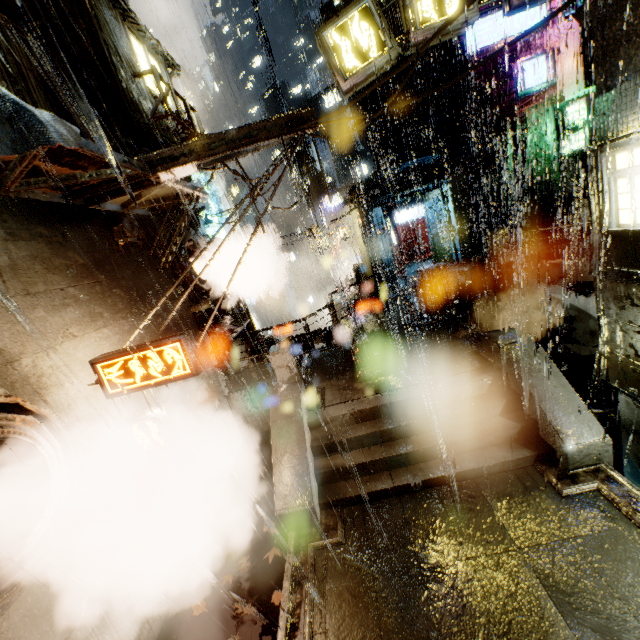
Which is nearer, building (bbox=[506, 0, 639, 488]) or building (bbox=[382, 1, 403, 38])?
building (bbox=[506, 0, 639, 488])

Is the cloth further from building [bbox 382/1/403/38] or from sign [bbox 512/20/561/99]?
sign [bbox 512/20/561/99]

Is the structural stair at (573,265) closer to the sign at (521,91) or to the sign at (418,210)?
the sign at (521,91)

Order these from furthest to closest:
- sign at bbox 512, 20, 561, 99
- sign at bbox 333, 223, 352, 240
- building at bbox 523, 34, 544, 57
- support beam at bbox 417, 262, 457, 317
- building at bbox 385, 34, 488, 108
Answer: sign at bbox 333, 223, 352, 240, building at bbox 385, 34, 488, 108, building at bbox 523, 34, 544, 57, sign at bbox 512, 20, 561, 99, support beam at bbox 417, 262, 457, 317

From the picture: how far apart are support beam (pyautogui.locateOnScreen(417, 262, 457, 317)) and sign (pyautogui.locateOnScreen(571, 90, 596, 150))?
11.2 meters

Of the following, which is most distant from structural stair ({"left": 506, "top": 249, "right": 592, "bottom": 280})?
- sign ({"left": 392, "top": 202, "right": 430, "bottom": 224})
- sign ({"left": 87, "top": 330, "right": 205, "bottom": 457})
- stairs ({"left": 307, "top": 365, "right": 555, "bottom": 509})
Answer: sign ({"left": 87, "top": 330, "right": 205, "bottom": 457})

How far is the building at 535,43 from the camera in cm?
1779

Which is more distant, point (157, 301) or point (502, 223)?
point (502, 223)
